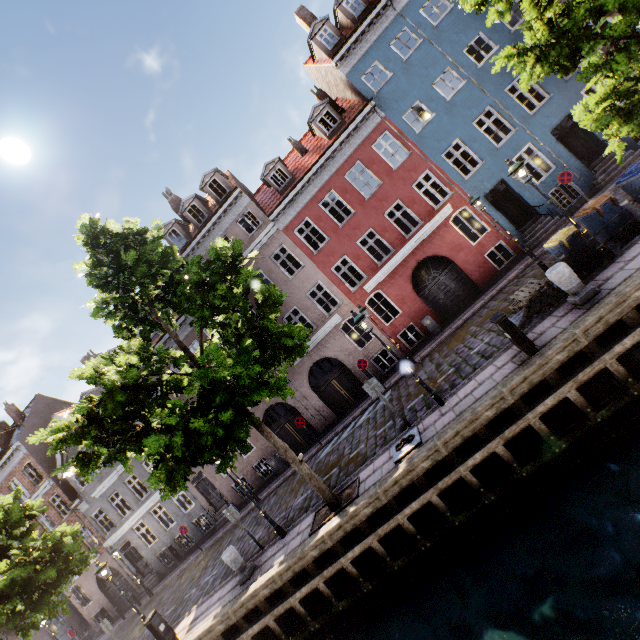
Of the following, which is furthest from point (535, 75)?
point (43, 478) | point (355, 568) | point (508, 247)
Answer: point (43, 478)

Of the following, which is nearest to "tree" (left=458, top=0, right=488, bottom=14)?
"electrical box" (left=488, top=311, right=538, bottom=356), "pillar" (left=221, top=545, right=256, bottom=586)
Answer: "pillar" (left=221, top=545, right=256, bottom=586)

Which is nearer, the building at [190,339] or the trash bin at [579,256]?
the trash bin at [579,256]

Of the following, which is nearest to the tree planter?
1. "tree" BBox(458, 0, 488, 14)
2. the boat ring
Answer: "tree" BBox(458, 0, 488, 14)

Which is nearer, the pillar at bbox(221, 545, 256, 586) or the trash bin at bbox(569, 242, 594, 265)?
the trash bin at bbox(569, 242, 594, 265)

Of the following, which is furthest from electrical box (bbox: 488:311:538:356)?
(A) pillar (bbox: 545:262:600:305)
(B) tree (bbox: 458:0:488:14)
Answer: (B) tree (bbox: 458:0:488:14)

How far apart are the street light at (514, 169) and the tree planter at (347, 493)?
9.3m

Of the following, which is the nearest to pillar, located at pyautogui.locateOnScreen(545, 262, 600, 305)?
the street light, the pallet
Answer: the pallet
